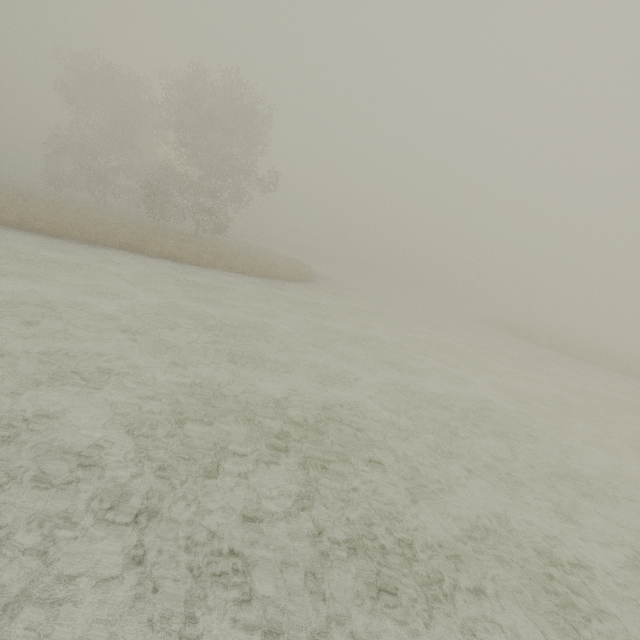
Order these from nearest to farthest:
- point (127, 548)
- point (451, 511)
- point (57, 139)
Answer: point (127, 548) < point (451, 511) < point (57, 139)
